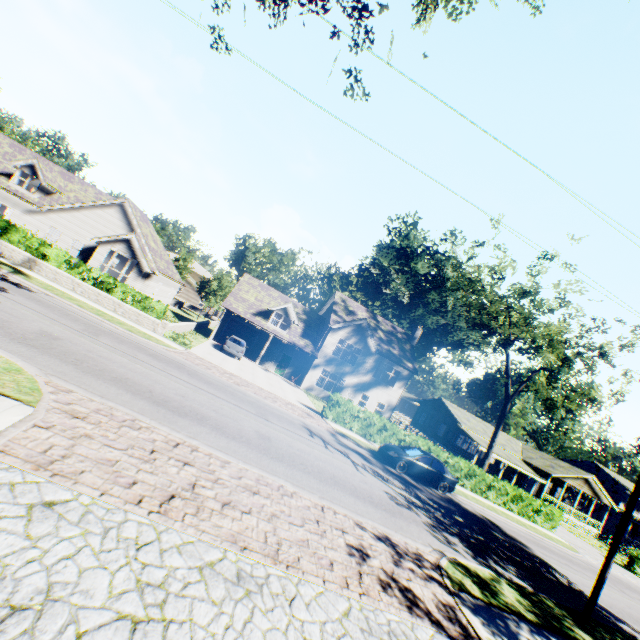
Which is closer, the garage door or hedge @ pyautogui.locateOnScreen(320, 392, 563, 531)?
hedge @ pyautogui.locateOnScreen(320, 392, 563, 531)

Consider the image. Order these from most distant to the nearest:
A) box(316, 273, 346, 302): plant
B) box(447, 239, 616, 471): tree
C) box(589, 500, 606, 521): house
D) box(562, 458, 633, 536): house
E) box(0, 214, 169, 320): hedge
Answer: box(316, 273, 346, 302): plant → box(562, 458, 633, 536): house → box(589, 500, 606, 521): house → box(447, 239, 616, 471): tree → box(0, 214, 169, 320): hedge

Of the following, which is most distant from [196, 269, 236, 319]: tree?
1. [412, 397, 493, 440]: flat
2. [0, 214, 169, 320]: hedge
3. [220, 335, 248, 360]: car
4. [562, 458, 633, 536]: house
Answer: [562, 458, 633, 536]: house

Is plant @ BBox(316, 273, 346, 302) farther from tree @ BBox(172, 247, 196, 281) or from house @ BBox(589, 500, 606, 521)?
house @ BBox(589, 500, 606, 521)

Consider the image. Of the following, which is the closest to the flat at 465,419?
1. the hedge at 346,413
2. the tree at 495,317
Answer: the tree at 495,317

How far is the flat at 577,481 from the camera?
38.7 meters

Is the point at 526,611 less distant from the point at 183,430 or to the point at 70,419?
the point at 183,430

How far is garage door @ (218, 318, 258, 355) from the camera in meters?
32.8
